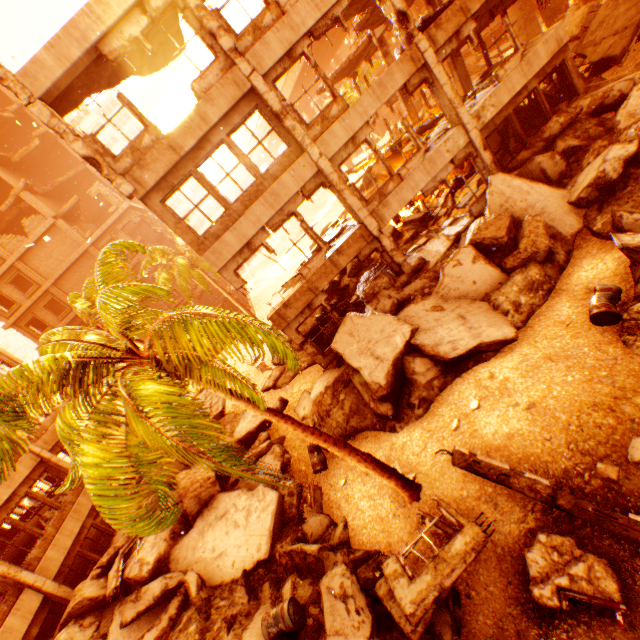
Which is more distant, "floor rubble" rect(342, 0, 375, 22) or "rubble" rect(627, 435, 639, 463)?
"floor rubble" rect(342, 0, 375, 22)

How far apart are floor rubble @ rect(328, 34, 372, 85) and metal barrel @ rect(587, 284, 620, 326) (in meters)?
20.40

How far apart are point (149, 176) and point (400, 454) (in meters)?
10.78

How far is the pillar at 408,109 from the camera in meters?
20.6

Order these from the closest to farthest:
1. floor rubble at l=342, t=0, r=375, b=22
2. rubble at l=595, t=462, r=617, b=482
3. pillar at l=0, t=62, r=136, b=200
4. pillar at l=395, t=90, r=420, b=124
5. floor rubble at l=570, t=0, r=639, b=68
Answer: rubble at l=595, t=462, r=617, b=482, pillar at l=0, t=62, r=136, b=200, floor rubble at l=570, t=0, r=639, b=68, floor rubble at l=342, t=0, r=375, b=22, pillar at l=395, t=90, r=420, b=124

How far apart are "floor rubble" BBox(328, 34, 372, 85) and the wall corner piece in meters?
26.2

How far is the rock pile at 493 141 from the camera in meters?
14.3 m

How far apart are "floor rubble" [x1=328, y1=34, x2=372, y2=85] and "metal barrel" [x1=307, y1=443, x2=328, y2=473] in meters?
22.8
